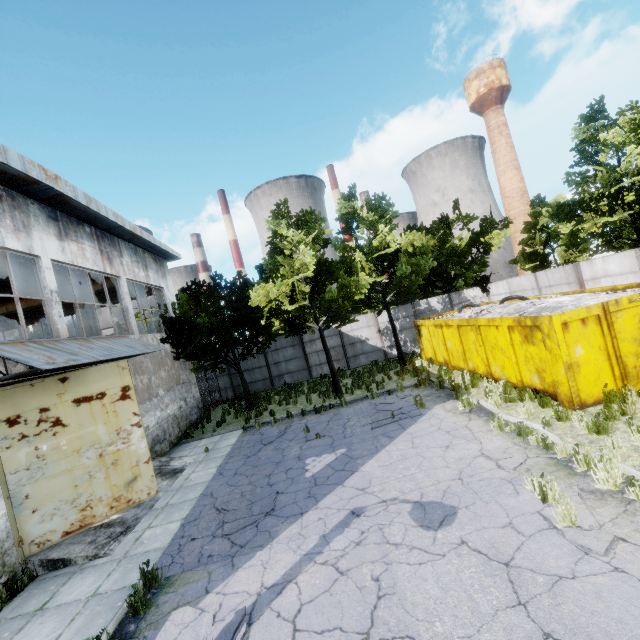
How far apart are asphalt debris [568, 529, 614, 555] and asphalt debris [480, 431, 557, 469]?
1.1 meters

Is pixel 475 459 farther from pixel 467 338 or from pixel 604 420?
pixel 467 338

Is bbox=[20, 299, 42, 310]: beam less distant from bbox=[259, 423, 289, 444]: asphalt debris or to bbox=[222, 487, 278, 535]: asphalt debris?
bbox=[259, 423, 289, 444]: asphalt debris

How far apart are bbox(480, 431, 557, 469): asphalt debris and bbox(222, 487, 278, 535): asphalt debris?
5.0m

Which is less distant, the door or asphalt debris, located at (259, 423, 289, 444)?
the door

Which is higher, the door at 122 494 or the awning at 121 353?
the awning at 121 353

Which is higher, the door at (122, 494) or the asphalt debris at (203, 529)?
the door at (122, 494)

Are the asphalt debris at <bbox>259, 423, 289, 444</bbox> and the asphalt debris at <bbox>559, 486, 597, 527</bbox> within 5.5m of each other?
no
